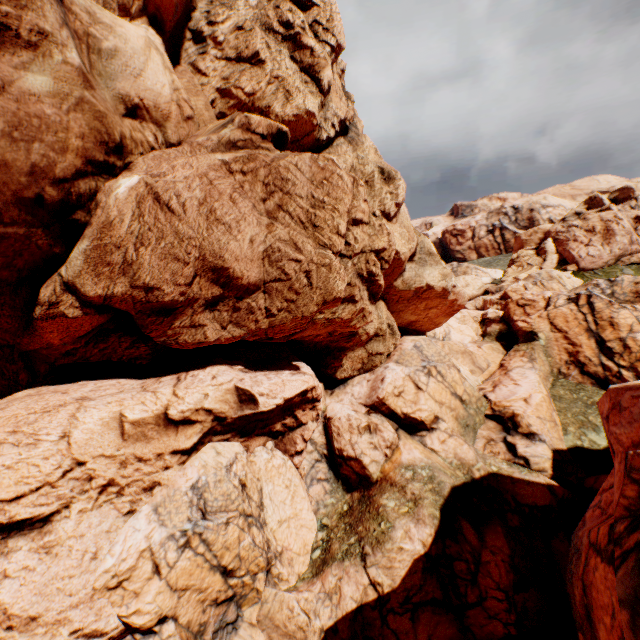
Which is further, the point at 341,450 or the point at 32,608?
the point at 341,450
